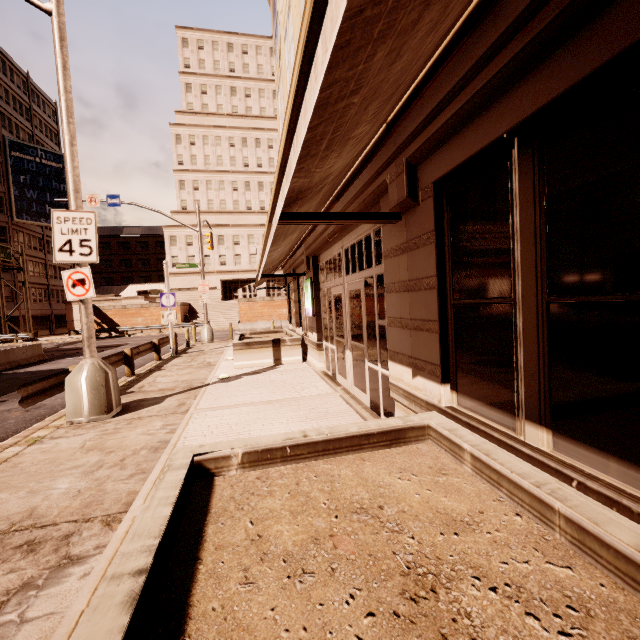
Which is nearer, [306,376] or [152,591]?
[152,591]

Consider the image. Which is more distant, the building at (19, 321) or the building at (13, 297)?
the building at (19, 321)

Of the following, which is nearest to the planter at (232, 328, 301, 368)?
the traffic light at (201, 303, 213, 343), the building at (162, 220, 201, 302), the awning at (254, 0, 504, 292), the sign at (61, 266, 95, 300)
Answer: the awning at (254, 0, 504, 292)

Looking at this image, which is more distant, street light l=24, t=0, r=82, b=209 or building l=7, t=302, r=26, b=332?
building l=7, t=302, r=26, b=332

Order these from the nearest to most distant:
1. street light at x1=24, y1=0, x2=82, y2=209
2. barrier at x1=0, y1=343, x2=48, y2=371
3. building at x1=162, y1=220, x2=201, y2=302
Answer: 1. street light at x1=24, y1=0, x2=82, y2=209
2. barrier at x1=0, y1=343, x2=48, y2=371
3. building at x1=162, y1=220, x2=201, y2=302

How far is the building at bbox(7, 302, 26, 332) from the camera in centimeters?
4166cm

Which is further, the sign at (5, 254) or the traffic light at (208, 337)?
the sign at (5, 254)

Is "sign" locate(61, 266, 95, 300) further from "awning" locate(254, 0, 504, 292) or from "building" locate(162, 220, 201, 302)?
"building" locate(162, 220, 201, 302)
